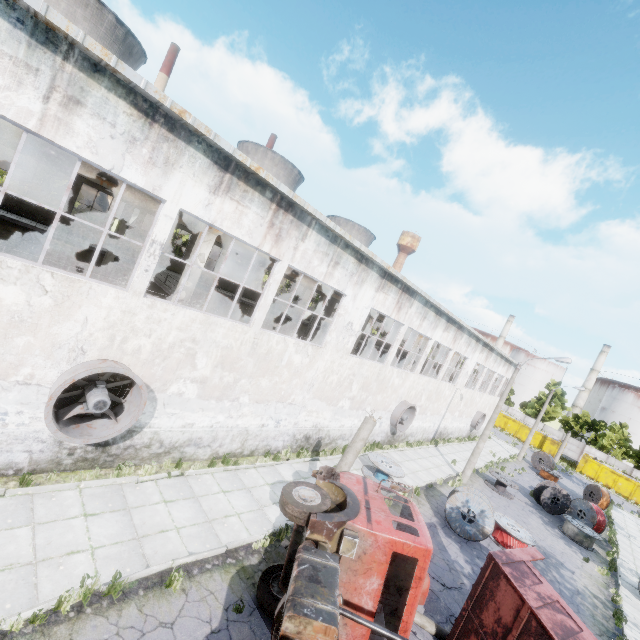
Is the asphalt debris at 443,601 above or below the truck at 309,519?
below

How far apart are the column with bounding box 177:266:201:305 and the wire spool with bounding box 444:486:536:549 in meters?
14.2

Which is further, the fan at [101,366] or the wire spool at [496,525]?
the wire spool at [496,525]

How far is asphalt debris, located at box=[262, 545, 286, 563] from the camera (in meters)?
9.04

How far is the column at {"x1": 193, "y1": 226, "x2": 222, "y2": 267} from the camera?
12.13m

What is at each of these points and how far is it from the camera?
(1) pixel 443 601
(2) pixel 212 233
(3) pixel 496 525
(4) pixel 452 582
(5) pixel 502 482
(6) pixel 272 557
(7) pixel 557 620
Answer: (1) asphalt debris, 10.3m
(2) column, 12.3m
(3) wire spool, 16.1m
(4) asphalt debris, 11.4m
(5) wire spool, 22.6m
(6) asphalt debris, 9.2m
(7) truck dump body, 6.9m

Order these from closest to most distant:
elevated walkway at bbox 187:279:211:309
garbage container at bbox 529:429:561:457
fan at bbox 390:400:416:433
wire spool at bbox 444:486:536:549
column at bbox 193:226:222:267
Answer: column at bbox 193:226:222:267, wire spool at bbox 444:486:536:549, elevated walkway at bbox 187:279:211:309, fan at bbox 390:400:416:433, garbage container at bbox 529:429:561:457

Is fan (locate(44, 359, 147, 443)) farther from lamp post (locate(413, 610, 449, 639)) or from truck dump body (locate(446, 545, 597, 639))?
truck dump body (locate(446, 545, 597, 639))
